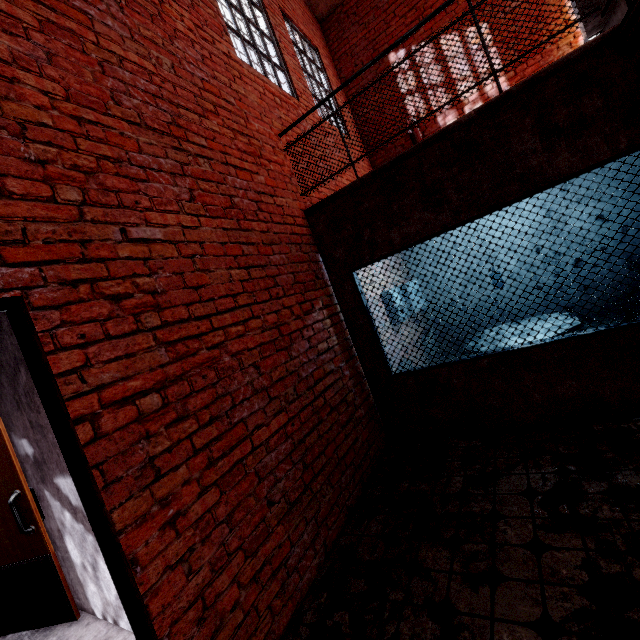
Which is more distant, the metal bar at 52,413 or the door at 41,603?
the door at 41,603

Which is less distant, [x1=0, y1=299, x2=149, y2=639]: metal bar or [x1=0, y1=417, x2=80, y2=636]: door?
[x1=0, y1=299, x2=149, y2=639]: metal bar

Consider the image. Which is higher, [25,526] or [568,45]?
[568,45]
